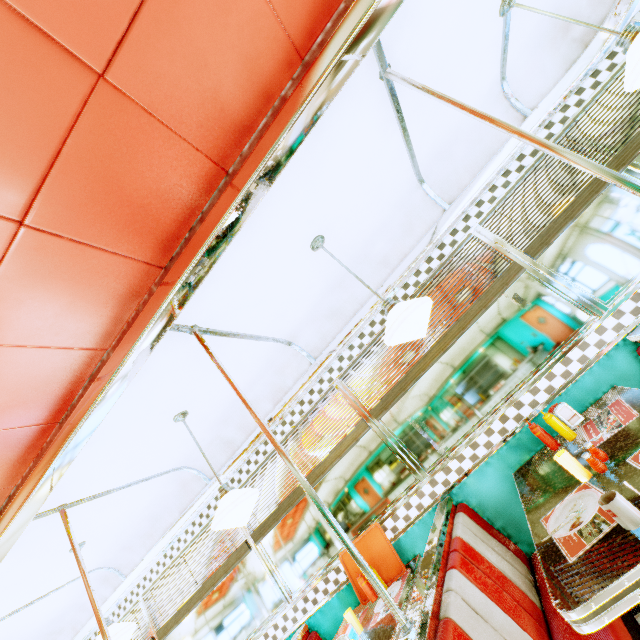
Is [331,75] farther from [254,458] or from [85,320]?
[254,458]

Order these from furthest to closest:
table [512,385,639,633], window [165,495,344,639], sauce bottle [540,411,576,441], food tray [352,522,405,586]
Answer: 1. window [165,495,344,639]
2. food tray [352,522,405,586]
3. sauce bottle [540,411,576,441]
4. table [512,385,639,633]

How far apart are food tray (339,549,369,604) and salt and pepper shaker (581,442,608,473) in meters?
1.9

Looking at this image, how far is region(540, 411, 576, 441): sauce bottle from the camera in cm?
220

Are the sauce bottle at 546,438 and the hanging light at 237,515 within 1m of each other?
no

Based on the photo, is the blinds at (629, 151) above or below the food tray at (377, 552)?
above

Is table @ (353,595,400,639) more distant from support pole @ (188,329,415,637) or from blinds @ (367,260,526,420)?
blinds @ (367,260,526,420)

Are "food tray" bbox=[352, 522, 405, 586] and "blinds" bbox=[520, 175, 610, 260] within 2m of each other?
no
